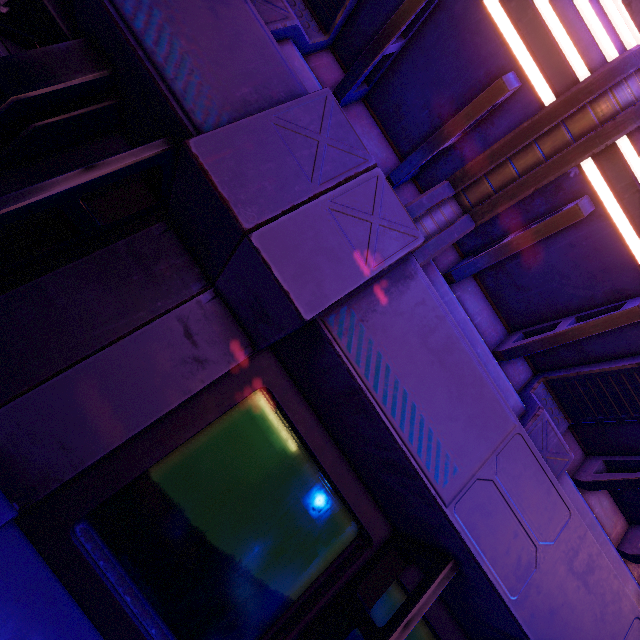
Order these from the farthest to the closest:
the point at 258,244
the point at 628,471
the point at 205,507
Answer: the point at 628,471
the point at 205,507
the point at 258,244
